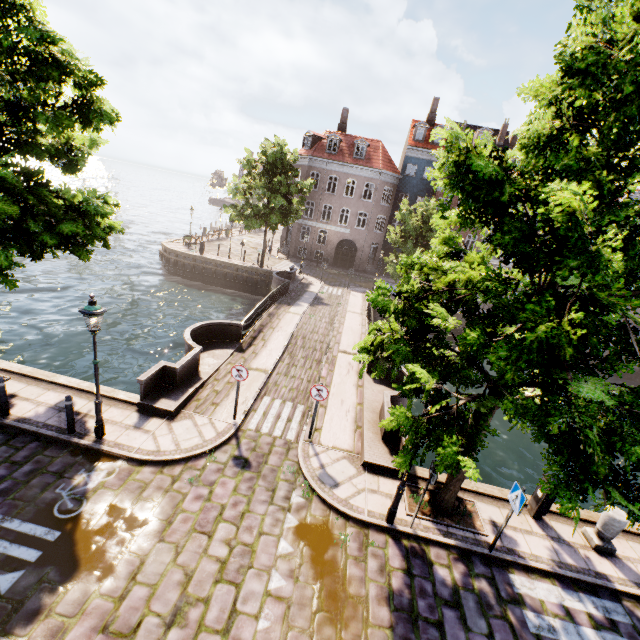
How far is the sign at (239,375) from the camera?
9.26m

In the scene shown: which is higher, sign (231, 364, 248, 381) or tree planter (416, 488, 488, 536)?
sign (231, 364, 248, 381)

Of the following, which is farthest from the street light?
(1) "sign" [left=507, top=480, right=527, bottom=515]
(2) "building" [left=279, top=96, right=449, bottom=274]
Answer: (2) "building" [left=279, top=96, right=449, bottom=274]

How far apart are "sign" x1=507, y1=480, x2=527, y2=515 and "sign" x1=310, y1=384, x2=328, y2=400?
4.8m

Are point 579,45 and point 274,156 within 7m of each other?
no

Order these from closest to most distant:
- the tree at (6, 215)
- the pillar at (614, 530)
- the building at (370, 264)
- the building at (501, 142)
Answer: the tree at (6, 215) → the pillar at (614, 530) → the building at (501, 142) → the building at (370, 264)

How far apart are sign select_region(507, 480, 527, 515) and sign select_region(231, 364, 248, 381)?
7.0m

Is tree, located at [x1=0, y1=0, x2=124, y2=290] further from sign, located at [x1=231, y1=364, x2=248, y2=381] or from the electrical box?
sign, located at [x1=231, y1=364, x2=248, y2=381]
